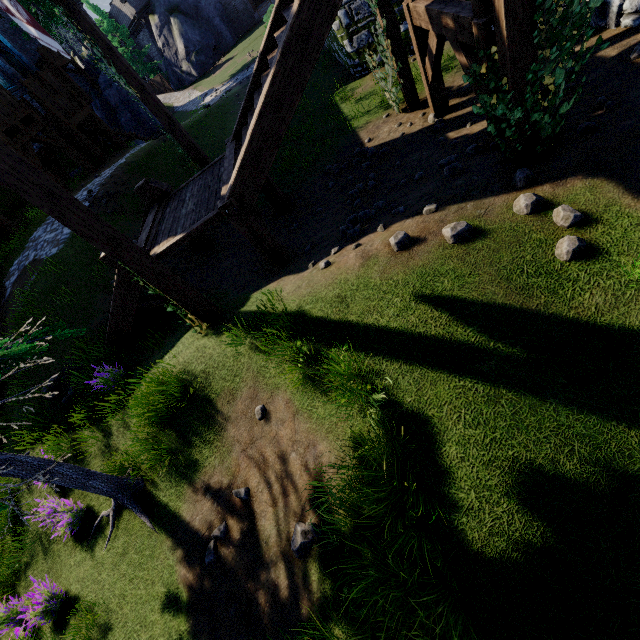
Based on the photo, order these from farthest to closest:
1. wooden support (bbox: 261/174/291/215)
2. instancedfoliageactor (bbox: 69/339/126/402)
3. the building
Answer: the building < wooden support (bbox: 261/174/291/215) < instancedfoliageactor (bbox: 69/339/126/402)

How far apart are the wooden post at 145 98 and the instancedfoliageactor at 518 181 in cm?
824

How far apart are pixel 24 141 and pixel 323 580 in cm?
2033

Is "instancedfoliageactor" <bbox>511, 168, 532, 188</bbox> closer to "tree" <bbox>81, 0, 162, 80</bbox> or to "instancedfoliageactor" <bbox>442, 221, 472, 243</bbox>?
"instancedfoliageactor" <bbox>442, 221, 472, 243</bbox>

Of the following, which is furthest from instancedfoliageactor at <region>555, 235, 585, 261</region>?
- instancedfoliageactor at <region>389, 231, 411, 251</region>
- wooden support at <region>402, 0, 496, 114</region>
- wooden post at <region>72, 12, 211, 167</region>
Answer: wooden post at <region>72, 12, 211, 167</region>

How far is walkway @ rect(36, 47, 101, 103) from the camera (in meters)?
24.05

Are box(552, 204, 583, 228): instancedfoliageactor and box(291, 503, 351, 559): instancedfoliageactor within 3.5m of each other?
no

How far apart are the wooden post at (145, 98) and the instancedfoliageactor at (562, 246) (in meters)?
9.23
